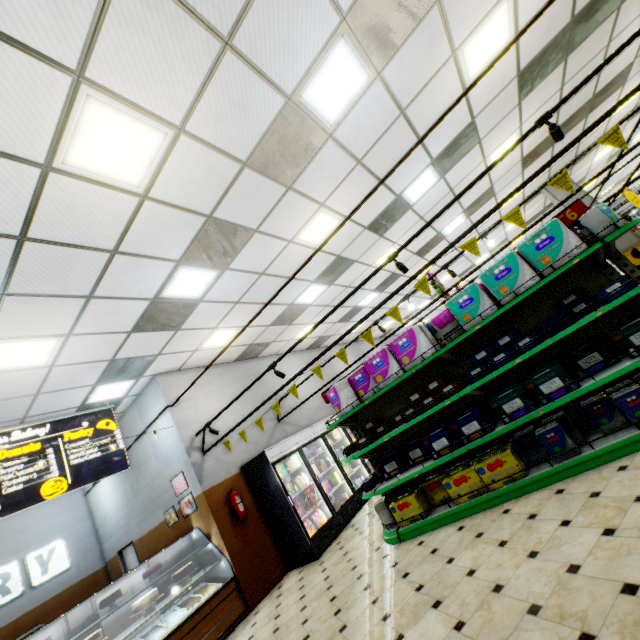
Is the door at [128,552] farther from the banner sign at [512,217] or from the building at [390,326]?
the banner sign at [512,217]

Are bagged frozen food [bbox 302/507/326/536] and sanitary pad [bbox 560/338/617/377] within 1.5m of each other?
no

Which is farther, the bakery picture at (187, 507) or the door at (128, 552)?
the door at (128, 552)

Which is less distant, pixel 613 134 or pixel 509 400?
pixel 613 134

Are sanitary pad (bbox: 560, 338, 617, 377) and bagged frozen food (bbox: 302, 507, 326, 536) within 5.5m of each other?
yes

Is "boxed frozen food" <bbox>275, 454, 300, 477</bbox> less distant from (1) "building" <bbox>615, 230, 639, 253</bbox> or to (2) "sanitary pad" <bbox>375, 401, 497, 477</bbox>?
(1) "building" <bbox>615, 230, 639, 253</bbox>

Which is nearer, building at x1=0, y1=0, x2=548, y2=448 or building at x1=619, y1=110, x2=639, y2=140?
building at x1=0, y1=0, x2=548, y2=448

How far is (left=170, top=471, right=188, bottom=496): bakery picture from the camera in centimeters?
676cm
